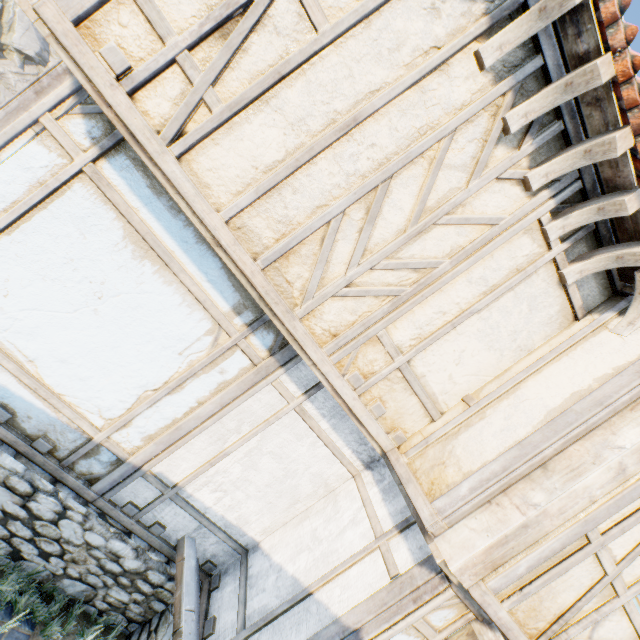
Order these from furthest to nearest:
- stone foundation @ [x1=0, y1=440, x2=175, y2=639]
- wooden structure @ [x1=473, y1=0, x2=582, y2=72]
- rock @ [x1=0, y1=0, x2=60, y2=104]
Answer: rock @ [x1=0, y1=0, x2=60, y2=104] → stone foundation @ [x1=0, y1=440, x2=175, y2=639] → wooden structure @ [x1=473, y1=0, x2=582, y2=72]

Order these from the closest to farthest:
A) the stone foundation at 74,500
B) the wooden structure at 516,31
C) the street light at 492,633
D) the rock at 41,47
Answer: the wooden structure at 516,31 < the street light at 492,633 < the stone foundation at 74,500 < the rock at 41,47

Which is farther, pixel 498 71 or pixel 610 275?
pixel 610 275

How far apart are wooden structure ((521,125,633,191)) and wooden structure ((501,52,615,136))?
0.4 meters

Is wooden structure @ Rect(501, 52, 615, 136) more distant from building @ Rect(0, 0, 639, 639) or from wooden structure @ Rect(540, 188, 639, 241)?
wooden structure @ Rect(540, 188, 639, 241)

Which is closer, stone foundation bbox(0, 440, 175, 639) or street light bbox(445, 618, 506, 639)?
street light bbox(445, 618, 506, 639)

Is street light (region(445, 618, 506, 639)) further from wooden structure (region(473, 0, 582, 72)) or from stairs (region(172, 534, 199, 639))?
wooden structure (region(473, 0, 582, 72))

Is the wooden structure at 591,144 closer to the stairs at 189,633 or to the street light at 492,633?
the street light at 492,633
